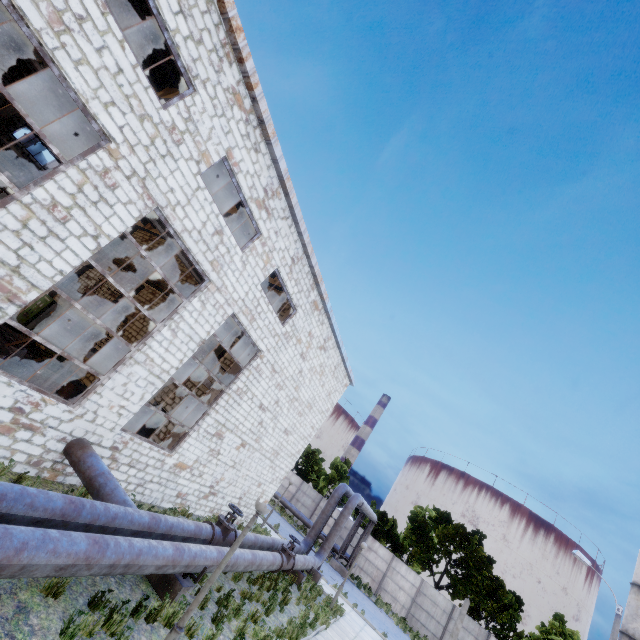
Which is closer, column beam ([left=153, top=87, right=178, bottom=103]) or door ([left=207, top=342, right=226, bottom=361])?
column beam ([left=153, top=87, right=178, bottom=103])

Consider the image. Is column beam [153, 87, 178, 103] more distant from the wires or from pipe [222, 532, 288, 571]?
pipe [222, 532, 288, 571]

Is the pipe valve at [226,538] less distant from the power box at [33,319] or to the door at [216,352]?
the door at [216,352]

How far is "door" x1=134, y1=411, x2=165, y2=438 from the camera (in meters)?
14.57

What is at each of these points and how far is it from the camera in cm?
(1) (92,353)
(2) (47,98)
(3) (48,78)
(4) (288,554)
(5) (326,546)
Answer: (1) stairs, 1390
(2) column beam, 1686
(3) beam, 656
(4) pipe valve, 1327
(5) pipe, 1839

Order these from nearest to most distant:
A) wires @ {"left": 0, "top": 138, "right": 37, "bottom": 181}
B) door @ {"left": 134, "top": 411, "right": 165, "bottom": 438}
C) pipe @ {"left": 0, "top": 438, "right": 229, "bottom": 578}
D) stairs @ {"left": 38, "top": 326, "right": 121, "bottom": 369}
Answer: pipe @ {"left": 0, "top": 438, "right": 229, "bottom": 578} → stairs @ {"left": 38, "top": 326, "right": 121, "bottom": 369} → door @ {"left": 134, "top": 411, "right": 165, "bottom": 438} → wires @ {"left": 0, "top": 138, "right": 37, "bottom": 181}

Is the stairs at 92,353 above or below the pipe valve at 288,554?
above

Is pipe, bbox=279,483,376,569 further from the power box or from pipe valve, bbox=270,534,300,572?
the power box
